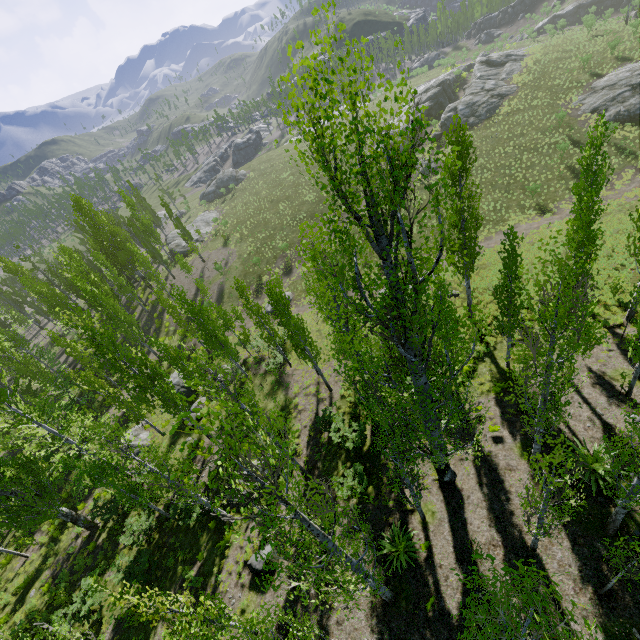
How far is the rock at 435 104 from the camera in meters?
43.5

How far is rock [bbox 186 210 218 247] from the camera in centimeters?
4938cm

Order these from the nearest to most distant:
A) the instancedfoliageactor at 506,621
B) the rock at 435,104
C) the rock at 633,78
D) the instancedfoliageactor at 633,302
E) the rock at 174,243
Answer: the instancedfoliageactor at 506,621, the instancedfoliageactor at 633,302, the rock at 633,78, the rock at 435,104, the rock at 174,243

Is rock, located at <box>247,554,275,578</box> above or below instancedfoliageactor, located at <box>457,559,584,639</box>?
below

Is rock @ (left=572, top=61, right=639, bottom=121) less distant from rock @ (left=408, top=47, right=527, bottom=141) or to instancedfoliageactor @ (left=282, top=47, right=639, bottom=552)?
instancedfoliageactor @ (left=282, top=47, right=639, bottom=552)

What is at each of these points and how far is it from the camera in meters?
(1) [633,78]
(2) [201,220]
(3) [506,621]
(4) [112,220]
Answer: (1) rock, 34.5
(2) rock, 55.2
(3) instancedfoliageactor, 7.0
(4) instancedfoliageactor, 46.2

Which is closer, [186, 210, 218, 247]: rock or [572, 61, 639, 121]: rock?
[572, 61, 639, 121]: rock
